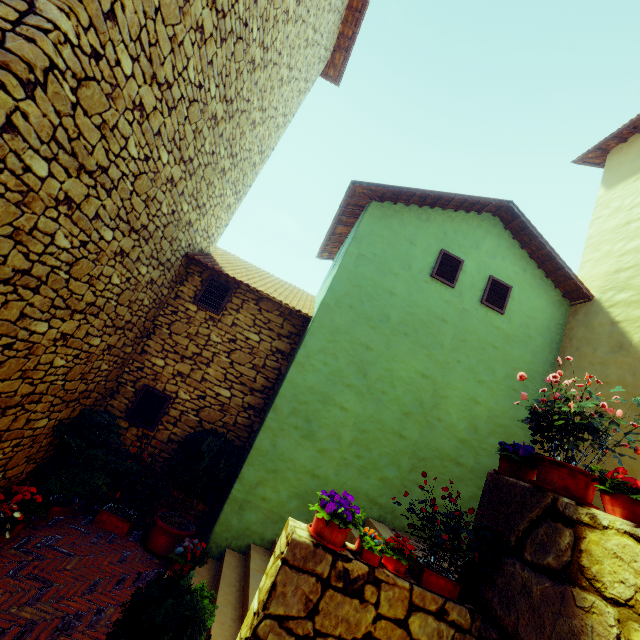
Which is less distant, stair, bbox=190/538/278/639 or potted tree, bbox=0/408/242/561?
stair, bbox=190/538/278/639

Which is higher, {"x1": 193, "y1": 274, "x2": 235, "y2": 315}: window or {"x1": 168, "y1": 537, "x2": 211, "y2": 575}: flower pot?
{"x1": 193, "y1": 274, "x2": 235, "y2": 315}: window

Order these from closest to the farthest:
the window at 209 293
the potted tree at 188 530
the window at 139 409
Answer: the potted tree at 188 530, the window at 139 409, the window at 209 293

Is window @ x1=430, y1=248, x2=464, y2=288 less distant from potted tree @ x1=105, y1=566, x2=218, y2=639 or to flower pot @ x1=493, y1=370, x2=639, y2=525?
flower pot @ x1=493, y1=370, x2=639, y2=525

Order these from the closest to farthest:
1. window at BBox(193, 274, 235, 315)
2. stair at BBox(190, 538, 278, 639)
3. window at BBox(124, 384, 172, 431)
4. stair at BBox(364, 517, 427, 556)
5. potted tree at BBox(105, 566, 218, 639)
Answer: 1. potted tree at BBox(105, 566, 218, 639)
2. stair at BBox(190, 538, 278, 639)
3. stair at BBox(364, 517, 427, 556)
4. window at BBox(124, 384, 172, 431)
5. window at BBox(193, 274, 235, 315)

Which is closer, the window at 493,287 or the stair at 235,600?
the stair at 235,600

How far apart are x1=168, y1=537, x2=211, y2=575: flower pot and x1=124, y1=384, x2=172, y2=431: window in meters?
2.0 m

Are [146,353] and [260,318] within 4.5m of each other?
yes
